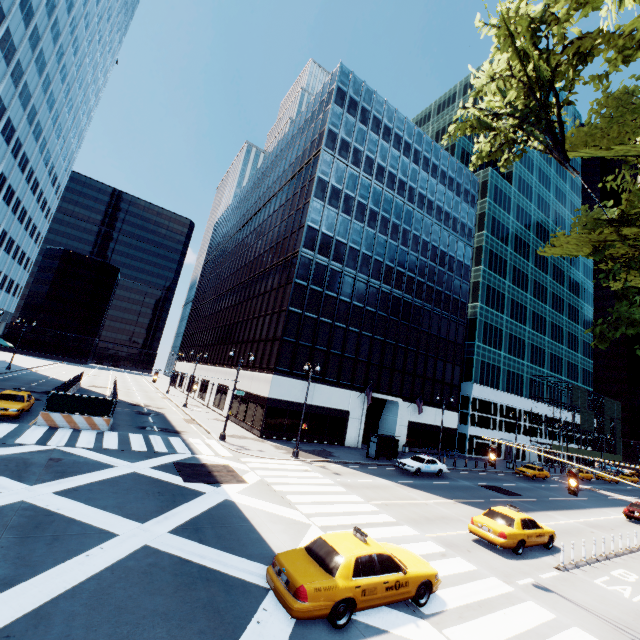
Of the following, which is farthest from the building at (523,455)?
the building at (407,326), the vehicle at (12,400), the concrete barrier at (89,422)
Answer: the vehicle at (12,400)

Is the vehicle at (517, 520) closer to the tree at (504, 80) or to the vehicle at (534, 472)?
the tree at (504, 80)

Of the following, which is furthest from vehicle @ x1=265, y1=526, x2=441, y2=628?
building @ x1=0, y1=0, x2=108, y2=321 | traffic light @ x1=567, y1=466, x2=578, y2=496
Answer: building @ x1=0, y1=0, x2=108, y2=321

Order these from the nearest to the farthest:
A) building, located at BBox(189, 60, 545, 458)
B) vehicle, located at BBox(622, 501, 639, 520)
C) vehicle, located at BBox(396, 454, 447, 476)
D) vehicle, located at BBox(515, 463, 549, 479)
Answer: vehicle, located at BBox(622, 501, 639, 520)
vehicle, located at BBox(396, 454, 447, 476)
building, located at BBox(189, 60, 545, 458)
vehicle, located at BBox(515, 463, 549, 479)

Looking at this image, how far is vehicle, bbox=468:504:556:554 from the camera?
14.14m

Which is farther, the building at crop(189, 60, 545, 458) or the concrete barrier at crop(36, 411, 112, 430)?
the building at crop(189, 60, 545, 458)

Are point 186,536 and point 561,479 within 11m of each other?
no

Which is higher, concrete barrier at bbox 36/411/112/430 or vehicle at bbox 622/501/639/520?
vehicle at bbox 622/501/639/520
